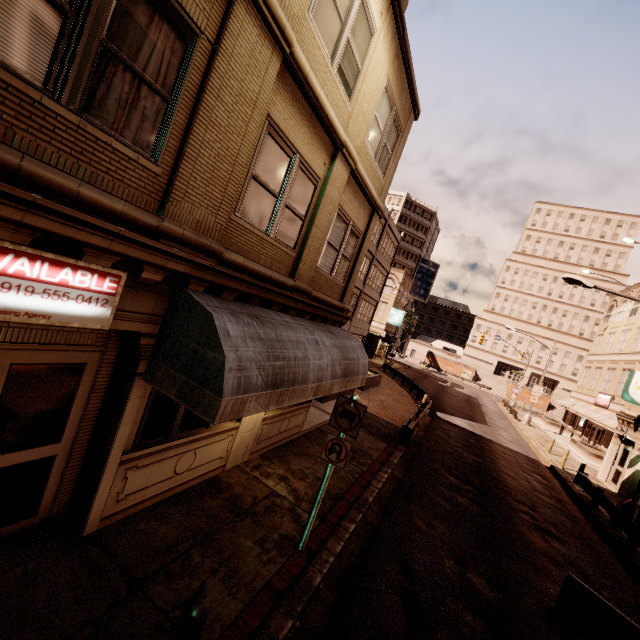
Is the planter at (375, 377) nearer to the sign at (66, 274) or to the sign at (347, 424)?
the sign at (347, 424)

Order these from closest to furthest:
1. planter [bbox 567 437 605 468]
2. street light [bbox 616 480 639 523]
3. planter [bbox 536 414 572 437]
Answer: street light [bbox 616 480 639 523] → planter [bbox 567 437 605 468] → planter [bbox 536 414 572 437]

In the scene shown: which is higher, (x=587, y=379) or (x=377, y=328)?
(x=587, y=379)

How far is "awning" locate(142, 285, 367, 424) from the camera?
4.30m

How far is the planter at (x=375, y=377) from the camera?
22.30m

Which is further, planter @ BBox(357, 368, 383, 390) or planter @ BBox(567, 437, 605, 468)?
planter @ BBox(567, 437, 605, 468)

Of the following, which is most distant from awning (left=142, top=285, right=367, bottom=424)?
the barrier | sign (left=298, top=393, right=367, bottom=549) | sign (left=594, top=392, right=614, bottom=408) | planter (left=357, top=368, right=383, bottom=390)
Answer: sign (left=594, top=392, right=614, bottom=408)

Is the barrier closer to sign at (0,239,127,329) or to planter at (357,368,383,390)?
sign at (0,239,127,329)
